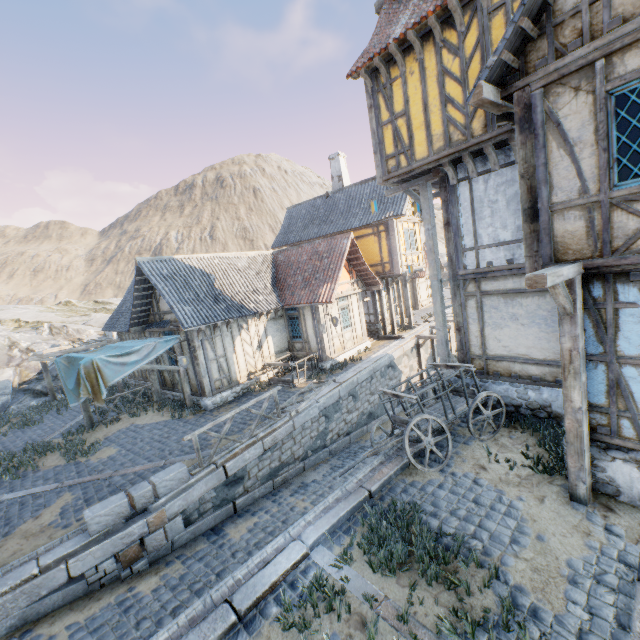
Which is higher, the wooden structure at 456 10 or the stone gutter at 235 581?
the wooden structure at 456 10

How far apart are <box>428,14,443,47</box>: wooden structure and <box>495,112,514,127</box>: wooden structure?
3.0m

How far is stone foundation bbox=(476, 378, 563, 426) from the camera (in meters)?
7.69

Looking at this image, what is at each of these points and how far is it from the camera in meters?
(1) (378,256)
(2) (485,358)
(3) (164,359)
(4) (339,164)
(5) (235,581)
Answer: (1) building, 18.6 m
(2) building, 8.9 m
(3) building, 14.7 m
(4) chimney, 21.4 m
(5) stone gutter, 5.1 m

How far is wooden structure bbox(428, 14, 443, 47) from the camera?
7.2 meters

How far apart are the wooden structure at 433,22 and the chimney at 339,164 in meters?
14.1

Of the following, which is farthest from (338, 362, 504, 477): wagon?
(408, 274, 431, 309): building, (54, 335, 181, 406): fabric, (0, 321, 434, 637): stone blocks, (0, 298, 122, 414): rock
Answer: (408, 274, 431, 309): building

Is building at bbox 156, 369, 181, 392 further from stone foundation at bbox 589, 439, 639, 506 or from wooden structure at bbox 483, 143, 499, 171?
wooden structure at bbox 483, 143, 499, 171
